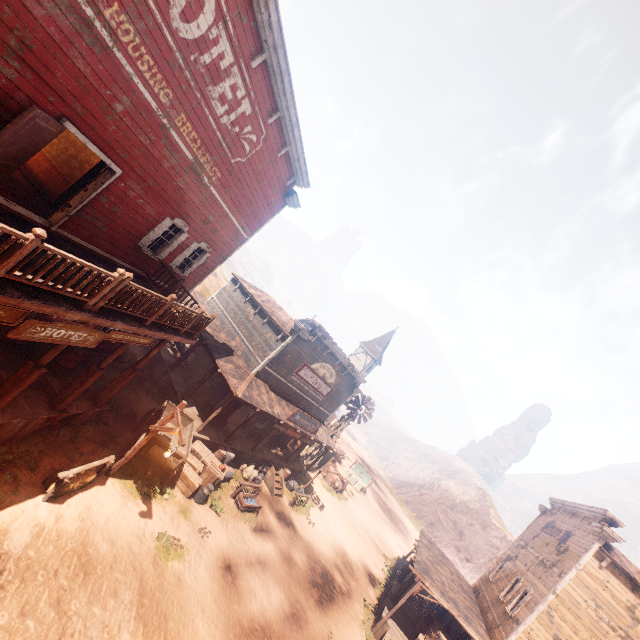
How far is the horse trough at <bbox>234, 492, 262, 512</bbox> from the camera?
15.0 meters

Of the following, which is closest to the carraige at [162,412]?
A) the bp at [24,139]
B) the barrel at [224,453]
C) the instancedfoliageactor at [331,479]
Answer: the barrel at [224,453]

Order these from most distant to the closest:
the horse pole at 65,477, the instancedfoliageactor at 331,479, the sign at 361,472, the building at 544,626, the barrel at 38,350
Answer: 1. the sign at 361,472
2. the instancedfoliageactor at 331,479
3. the building at 544,626
4. the barrel at 38,350
5. the horse pole at 65,477

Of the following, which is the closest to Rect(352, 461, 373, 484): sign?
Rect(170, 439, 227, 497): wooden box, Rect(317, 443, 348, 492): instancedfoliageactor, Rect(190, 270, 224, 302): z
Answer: Rect(190, 270, 224, 302): z

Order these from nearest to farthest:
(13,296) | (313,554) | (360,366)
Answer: (13,296) → (313,554) → (360,366)

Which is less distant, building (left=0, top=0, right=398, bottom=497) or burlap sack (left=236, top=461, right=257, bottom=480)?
building (left=0, top=0, right=398, bottom=497)

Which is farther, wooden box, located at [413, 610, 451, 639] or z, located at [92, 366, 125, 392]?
wooden box, located at [413, 610, 451, 639]

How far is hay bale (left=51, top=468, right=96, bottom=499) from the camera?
8.57m
